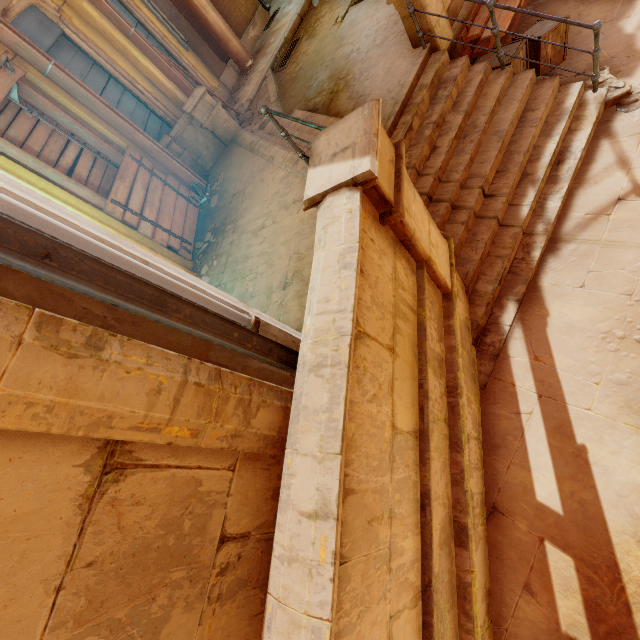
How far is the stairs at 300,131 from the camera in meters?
5.6 m

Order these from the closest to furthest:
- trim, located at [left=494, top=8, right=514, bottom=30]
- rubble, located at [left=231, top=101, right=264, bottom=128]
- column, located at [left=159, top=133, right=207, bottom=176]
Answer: trim, located at [left=494, top=8, right=514, bottom=30]
column, located at [left=159, top=133, right=207, bottom=176]
rubble, located at [left=231, top=101, right=264, bottom=128]

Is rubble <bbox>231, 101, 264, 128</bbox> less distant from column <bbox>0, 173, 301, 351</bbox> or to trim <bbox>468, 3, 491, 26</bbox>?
trim <bbox>468, 3, 491, 26</bbox>

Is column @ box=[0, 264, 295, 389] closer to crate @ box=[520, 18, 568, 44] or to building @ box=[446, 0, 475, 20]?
building @ box=[446, 0, 475, 20]

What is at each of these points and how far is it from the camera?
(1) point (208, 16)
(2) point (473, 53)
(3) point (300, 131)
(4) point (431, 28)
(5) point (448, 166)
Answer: (1) pipe, 8.71m
(2) trim, 5.72m
(3) stairs, 5.86m
(4) column, 5.02m
(5) stairs, 4.93m

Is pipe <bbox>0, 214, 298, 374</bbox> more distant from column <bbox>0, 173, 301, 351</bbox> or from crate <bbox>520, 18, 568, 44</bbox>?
crate <bbox>520, 18, 568, 44</bbox>

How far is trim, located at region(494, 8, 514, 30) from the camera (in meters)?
5.11

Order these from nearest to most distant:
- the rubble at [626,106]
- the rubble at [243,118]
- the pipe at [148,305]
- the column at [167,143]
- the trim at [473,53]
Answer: the pipe at [148,305] < the rubble at [626,106] < the trim at [473,53] < the column at [167,143] < the rubble at [243,118]
